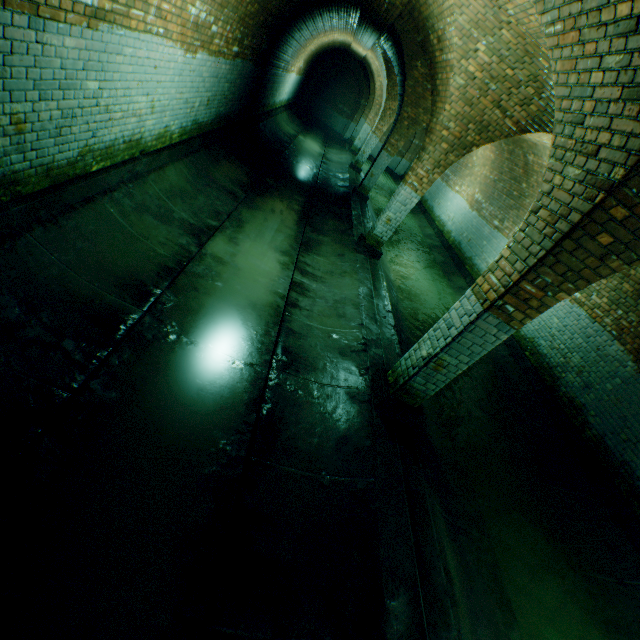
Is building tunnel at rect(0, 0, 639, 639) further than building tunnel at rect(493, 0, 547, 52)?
No

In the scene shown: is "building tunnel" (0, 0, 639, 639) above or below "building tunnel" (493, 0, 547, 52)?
below

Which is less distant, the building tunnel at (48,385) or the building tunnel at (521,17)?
the building tunnel at (48,385)

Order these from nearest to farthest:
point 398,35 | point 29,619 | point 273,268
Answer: point 29,619 → point 273,268 → point 398,35

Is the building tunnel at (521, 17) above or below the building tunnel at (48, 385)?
above
